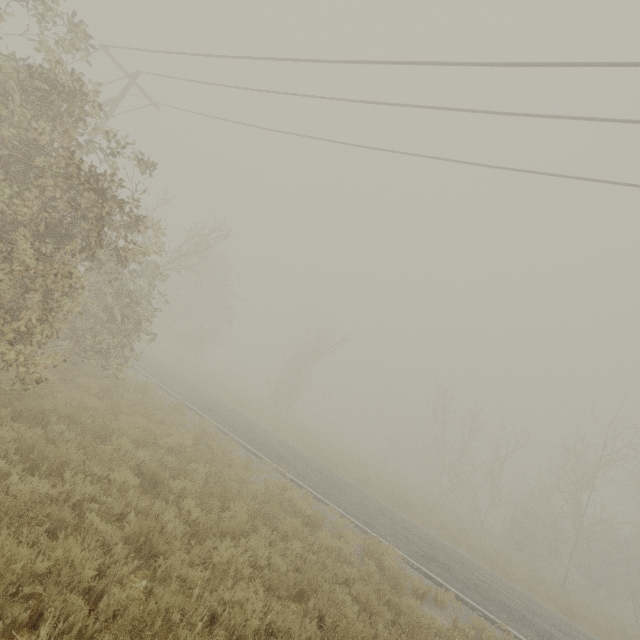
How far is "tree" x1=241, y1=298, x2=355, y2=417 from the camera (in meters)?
33.66

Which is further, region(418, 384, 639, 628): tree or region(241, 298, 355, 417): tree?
region(241, 298, 355, 417): tree

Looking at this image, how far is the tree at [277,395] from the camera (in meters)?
33.66

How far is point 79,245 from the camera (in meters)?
6.26

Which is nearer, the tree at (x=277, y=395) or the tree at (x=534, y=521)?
the tree at (x=534, y=521)
